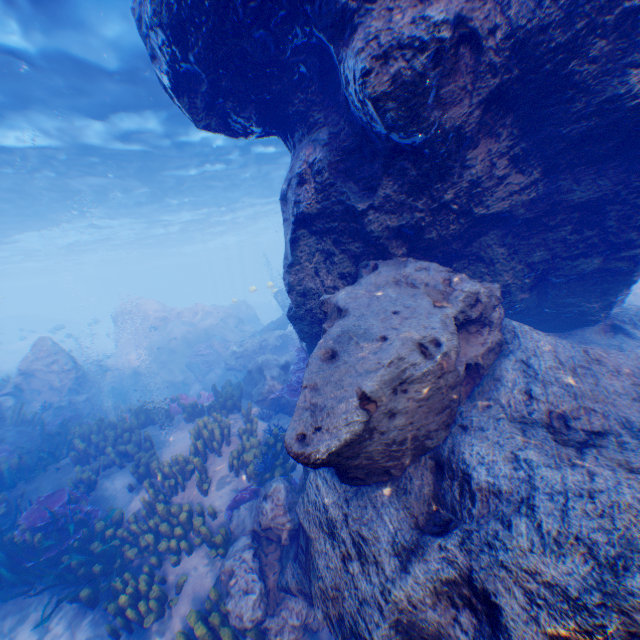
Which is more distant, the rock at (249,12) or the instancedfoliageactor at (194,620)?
the instancedfoliageactor at (194,620)

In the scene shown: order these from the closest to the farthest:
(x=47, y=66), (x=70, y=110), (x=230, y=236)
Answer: (x=47, y=66) < (x=70, y=110) < (x=230, y=236)

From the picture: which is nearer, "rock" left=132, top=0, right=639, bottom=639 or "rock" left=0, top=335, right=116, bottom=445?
"rock" left=132, top=0, right=639, bottom=639

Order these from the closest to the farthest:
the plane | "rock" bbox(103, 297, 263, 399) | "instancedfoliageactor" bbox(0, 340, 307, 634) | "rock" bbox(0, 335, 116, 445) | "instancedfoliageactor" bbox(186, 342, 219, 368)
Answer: "instancedfoliageactor" bbox(0, 340, 307, 634) → "rock" bbox(0, 335, 116, 445) → the plane → "instancedfoliageactor" bbox(186, 342, 219, 368) → "rock" bbox(103, 297, 263, 399)

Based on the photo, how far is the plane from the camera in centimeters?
1787cm

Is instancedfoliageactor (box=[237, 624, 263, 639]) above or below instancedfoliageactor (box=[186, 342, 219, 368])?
below

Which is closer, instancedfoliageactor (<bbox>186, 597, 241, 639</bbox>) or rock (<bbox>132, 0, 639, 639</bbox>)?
rock (<bbox>132, 0, 639, 639</bbox>)

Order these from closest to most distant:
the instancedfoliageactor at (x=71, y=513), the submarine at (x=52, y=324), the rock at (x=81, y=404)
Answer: the instancedfoliageactor at (x=71, y=513) → the rock at (x=81, y=404) → the submarine at (x=52, y=324)
